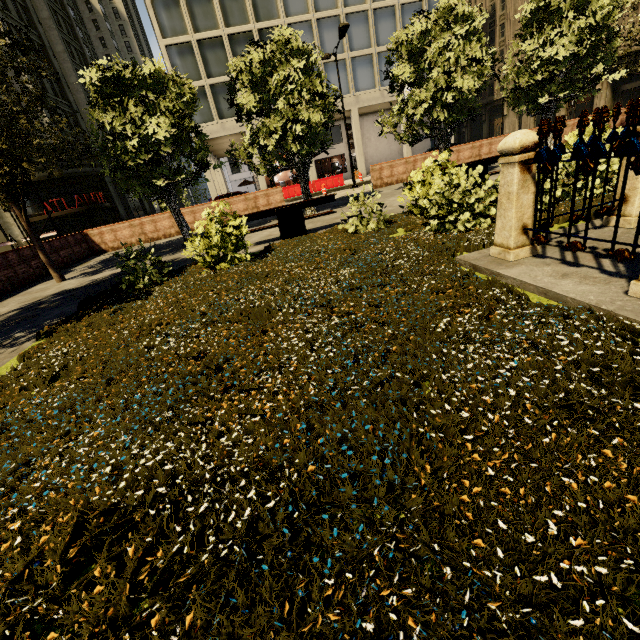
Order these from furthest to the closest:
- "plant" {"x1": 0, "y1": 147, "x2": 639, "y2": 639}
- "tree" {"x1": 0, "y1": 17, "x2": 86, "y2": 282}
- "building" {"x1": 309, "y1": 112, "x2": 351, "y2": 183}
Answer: "building" {"x1": 309, "y1": 112, "x2": 351, "y2": 183} < "tree" {"x1": 0, "y1": 17, "x2": 86, "y2": 282} < "plant" {"x1": 0, "y1": 147, "x2": 639, "y2": 639}

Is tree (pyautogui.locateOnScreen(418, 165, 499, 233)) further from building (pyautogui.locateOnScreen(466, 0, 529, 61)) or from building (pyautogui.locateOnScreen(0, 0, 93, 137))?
building (pyautogui.locateOnScreen(466, 0, 529, 61))

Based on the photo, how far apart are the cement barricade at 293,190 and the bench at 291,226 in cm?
1901

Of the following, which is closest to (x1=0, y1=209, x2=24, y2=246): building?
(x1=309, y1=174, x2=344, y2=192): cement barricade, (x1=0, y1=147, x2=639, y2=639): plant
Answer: (x1=309, y1=174, x2=344, y2=192): cement barricade

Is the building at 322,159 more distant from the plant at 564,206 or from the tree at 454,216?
the plant at 564,206

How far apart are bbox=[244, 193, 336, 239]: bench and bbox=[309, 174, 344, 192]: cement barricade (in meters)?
19.01

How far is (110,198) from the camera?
32.4 meters

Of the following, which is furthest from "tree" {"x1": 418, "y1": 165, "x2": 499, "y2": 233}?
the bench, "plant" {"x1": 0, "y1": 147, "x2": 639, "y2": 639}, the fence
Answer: the bench
